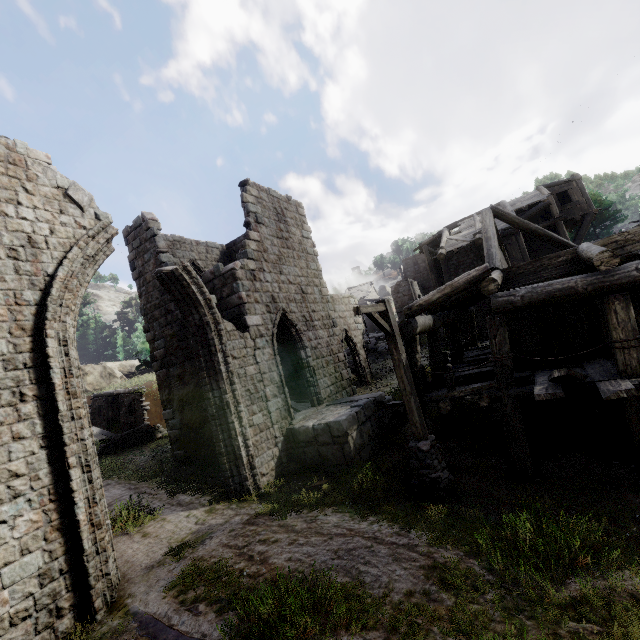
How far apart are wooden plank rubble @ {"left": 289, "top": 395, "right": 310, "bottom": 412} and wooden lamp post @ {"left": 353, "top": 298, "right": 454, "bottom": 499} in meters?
5.4 m

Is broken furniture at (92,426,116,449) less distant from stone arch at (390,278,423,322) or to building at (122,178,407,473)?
building at (122,178,407,473)

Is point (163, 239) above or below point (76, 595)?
above

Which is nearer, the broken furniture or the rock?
the broken furniture

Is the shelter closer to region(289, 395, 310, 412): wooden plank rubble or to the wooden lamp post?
region(289, 395, 310, 412): wooden plank rubble

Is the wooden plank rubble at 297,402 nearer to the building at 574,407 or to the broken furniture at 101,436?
the building at 574,407

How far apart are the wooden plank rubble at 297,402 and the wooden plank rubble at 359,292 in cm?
3803

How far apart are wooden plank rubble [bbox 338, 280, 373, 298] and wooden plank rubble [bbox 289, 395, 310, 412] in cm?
3803
